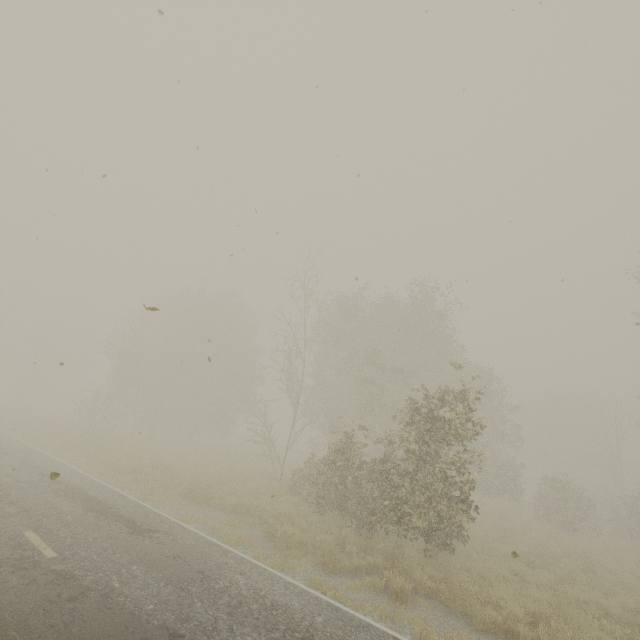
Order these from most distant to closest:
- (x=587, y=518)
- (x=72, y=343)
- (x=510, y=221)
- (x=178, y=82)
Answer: (x=72, y=343) < (x=587, y=518) < (x=178, y=82) < (x=510, y=221)
